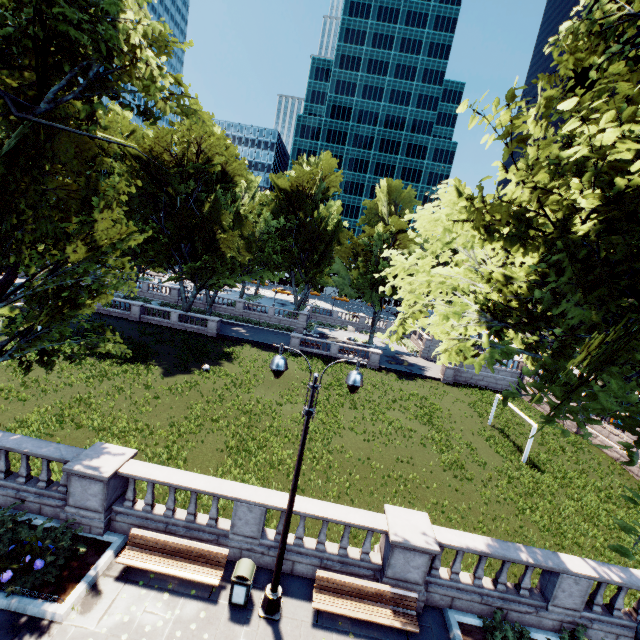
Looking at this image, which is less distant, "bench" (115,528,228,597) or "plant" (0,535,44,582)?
"plant" (0,535,44,582)

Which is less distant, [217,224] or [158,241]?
[217,224]

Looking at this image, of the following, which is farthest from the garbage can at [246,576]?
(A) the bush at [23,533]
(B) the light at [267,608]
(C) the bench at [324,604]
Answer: (A) the bush at [23,533]

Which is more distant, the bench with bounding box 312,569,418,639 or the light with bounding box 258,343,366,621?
the bench with bounding box 312,569,418,639

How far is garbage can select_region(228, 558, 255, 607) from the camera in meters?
8.7 m

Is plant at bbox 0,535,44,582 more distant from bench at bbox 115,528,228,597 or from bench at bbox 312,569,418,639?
bench at bbox 312,569,418,639

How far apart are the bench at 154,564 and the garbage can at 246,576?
0.4m

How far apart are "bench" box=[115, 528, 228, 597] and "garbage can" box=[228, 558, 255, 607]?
0.4m
